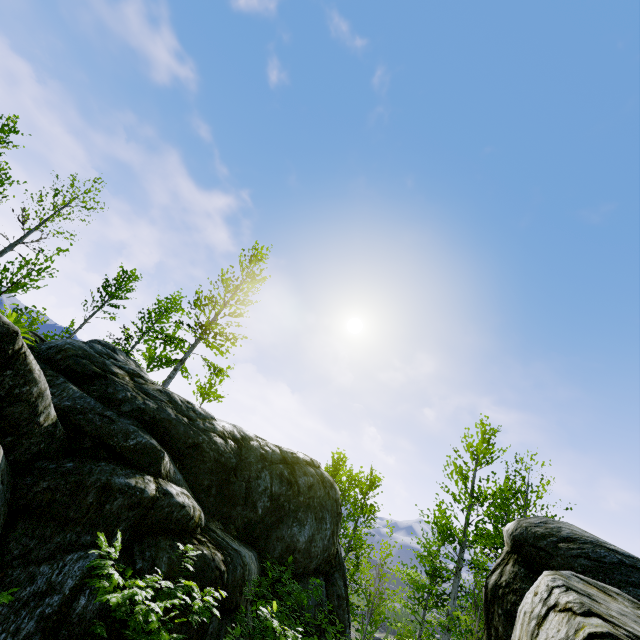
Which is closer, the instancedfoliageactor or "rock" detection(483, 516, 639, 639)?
"rock" detection(483, 516, 639, 639)

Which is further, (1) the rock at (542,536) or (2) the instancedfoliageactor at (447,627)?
(2) the instancedfoliageactor at (447,627)

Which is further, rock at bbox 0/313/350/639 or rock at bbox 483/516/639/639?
rock at bbox 0/313/350/639

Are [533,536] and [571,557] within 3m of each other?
yes

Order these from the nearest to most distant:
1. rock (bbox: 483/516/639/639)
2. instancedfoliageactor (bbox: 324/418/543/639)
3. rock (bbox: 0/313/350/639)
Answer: rock (bbox: 483/516/639/639) < rock (bbox: 0/313/350/639) < instancedfoliageactor (bbox: 324/418/543/639)

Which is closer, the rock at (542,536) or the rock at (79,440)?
the rock at (542,536)
